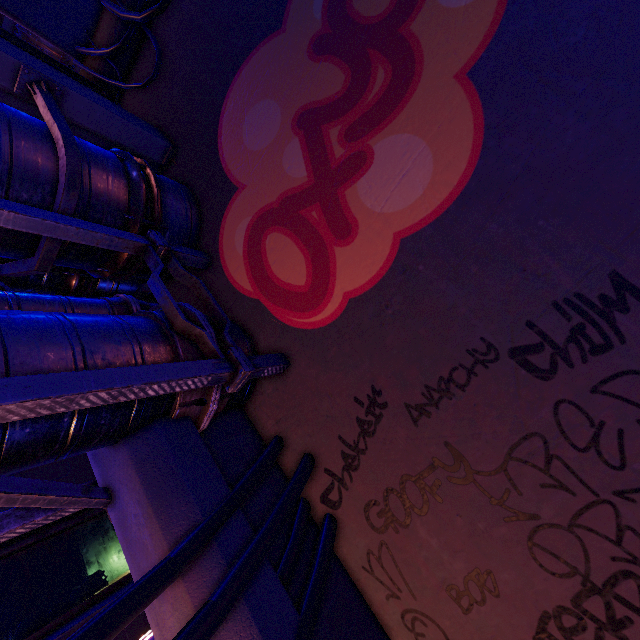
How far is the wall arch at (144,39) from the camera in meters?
6.1

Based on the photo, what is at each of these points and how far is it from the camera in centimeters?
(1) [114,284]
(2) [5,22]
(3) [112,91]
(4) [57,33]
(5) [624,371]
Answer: (1) walkway, 580cm
(2) walkway, 2280cm
(3) wall arch, 660cm
(4) building, 626cm
(5) wall arch, 255cm

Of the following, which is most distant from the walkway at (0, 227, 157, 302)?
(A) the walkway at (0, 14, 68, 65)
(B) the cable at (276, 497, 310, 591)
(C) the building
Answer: (A) the walkway at (0, 14, 68, 65)

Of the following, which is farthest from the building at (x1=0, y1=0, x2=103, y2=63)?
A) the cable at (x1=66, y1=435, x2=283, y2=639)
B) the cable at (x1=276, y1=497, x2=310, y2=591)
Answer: the cable at (x1=276, y1=497, x2=310, y2=591)

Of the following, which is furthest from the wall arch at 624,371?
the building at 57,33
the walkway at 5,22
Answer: the walkway at 5,22

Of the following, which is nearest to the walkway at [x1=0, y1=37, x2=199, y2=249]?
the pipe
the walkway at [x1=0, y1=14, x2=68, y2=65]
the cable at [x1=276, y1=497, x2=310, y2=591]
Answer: the pipe

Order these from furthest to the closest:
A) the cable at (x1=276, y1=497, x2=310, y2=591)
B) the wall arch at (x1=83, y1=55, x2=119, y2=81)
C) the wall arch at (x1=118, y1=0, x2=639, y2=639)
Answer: the wall arch at (x1=83, y1=55, x2=119, y2=81) < the cable at (x1=276, y1=497, x2=310, y2=591) < the wall arch at (x1=118, y1=0, x2=639, y2=639)

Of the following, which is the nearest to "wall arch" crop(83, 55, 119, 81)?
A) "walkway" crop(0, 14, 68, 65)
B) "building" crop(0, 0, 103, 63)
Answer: "building" crop(0, 0, 103, 63)
